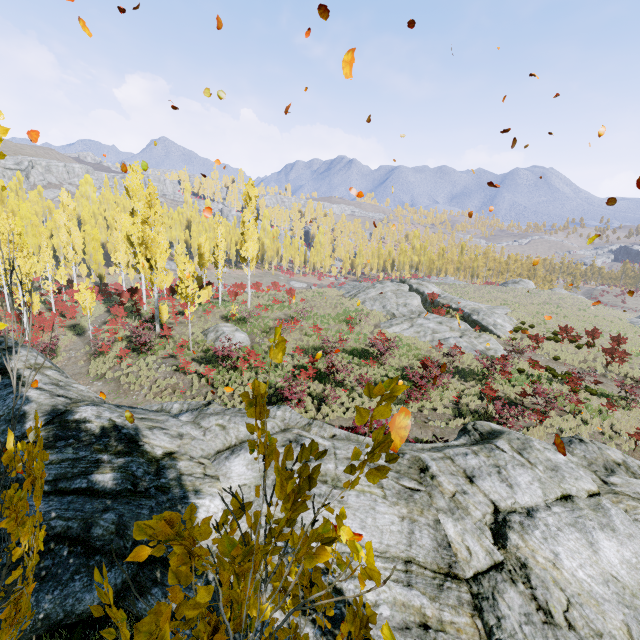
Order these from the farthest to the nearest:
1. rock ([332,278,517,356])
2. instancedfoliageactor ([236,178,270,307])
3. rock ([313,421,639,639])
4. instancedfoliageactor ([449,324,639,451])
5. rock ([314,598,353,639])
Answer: instancedfoliageactor ([236,178,270,307]) → rock ([332,278,517,356]) → instancedfoliageactor ([449,324,639,451]) → rock ([313,421,639,639]) → rock ([314,598,353,639])

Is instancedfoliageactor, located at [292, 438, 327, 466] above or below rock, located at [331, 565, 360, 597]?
above

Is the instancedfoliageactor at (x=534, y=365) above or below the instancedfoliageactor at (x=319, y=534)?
below

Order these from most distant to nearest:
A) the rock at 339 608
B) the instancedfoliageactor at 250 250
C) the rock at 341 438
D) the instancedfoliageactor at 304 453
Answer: the instancedfoliageactor at 250 250
the rock at 341 438
the rock at 339 608
the instancedfoliageactor at 304 453

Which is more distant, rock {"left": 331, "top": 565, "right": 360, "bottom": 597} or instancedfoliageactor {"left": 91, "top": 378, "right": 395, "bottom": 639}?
rock {"left": 331, "top": 565, "right": 360, "bottom": 597}

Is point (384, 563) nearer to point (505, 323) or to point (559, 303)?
point (505, 323)

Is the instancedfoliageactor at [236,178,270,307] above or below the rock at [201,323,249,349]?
above

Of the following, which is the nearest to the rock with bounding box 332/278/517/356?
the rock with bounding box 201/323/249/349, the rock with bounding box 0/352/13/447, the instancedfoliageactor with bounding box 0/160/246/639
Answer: the instancedfoliageactor with bounding box 0/160/246/639
